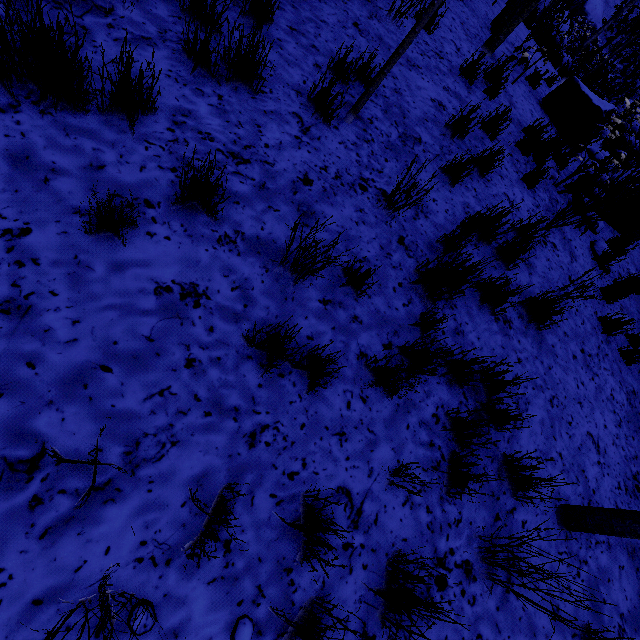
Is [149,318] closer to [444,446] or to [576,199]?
[444,446]

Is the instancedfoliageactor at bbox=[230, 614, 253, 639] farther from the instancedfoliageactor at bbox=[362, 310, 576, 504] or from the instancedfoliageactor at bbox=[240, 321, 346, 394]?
the instancedfoliageactor at bbox=[362, 310, 576, 504]

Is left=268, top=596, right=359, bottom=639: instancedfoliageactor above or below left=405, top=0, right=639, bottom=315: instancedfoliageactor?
below

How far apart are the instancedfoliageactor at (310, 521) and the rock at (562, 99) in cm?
836

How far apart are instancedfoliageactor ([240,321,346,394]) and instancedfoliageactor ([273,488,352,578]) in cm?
58

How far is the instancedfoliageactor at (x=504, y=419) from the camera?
2.1 meters

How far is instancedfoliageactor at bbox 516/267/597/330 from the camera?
3.23m
